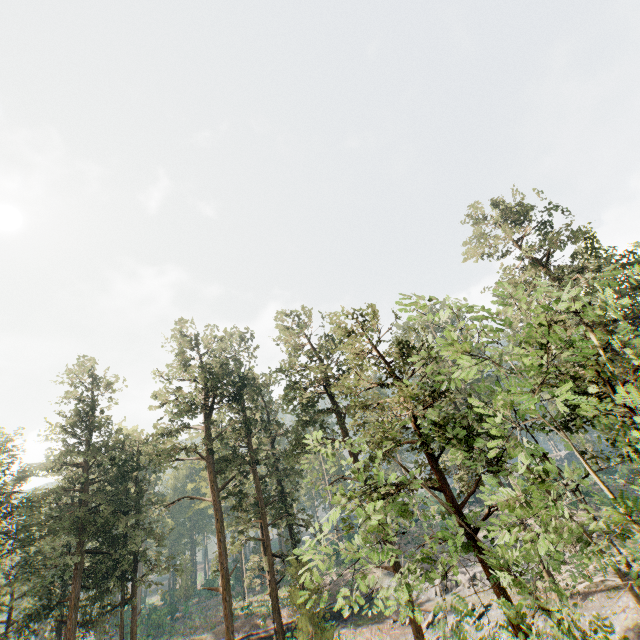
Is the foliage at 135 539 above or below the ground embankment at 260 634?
above

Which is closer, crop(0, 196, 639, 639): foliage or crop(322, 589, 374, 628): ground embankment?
crop(0, 196, 639, 639): foliage

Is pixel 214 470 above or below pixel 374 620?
above

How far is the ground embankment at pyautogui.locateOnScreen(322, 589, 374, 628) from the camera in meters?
35.7 m

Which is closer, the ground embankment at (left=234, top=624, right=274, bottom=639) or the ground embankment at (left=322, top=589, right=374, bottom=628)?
the ground embankment at (left=234, top=624, right=274, bottom=639)

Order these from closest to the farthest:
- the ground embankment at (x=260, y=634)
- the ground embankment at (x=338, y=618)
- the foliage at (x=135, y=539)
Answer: the foliage at (x=135, y=539), the ground embankment at (x=260, y=634), the ground embankment at (x=338, y=618)

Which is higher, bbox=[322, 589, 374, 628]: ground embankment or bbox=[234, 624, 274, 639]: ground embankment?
bbox=[234, 624, 274, 639]: ground embankment

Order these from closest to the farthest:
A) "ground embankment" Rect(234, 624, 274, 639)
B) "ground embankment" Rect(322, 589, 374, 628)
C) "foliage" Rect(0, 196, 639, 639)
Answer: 1. "foliage" Rect(0, 196, 639, 639)
2. "ground embankment" Rect(234, 624, 274, 639)
3. "ground embankment" Rect(322, 589, 374, 628)
